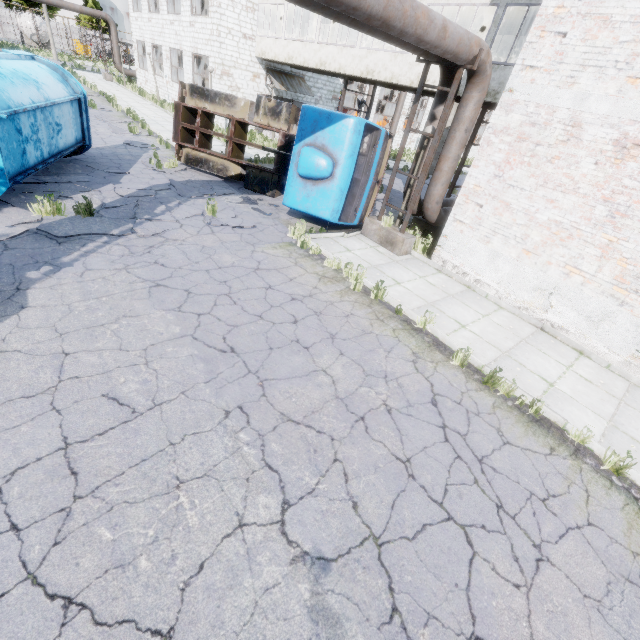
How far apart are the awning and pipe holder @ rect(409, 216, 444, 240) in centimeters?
1570cm

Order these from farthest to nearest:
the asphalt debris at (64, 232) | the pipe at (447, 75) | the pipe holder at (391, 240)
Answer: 1. the pipe at (447, 75)
2. the pipe holder at (391, 240)
3. the asphalt debris at (64, 232)

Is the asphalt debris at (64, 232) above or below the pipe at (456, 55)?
below

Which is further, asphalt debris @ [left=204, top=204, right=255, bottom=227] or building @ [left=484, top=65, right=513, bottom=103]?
building @ [left=484, top=65, right=513, bottom=103]

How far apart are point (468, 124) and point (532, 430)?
8.0m

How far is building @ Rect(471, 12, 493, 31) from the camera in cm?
1358

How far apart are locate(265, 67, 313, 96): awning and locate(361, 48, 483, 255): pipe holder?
16.2m
